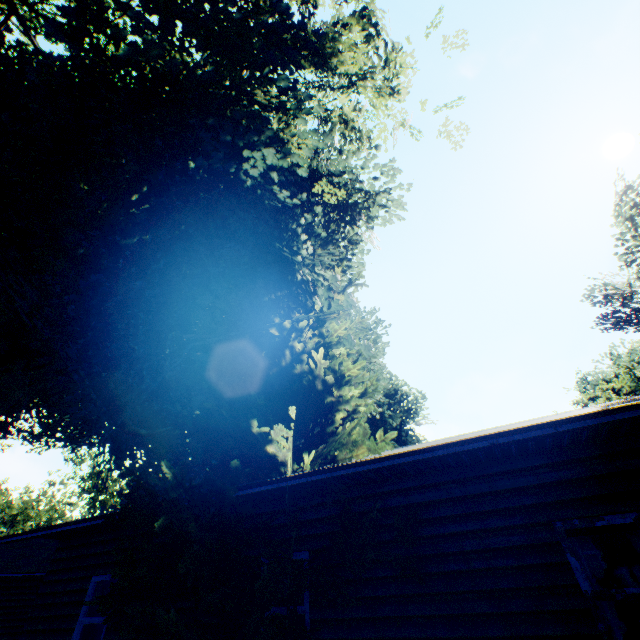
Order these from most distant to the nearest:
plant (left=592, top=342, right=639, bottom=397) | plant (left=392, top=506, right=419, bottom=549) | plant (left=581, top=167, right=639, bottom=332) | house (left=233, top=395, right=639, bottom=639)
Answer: plant (left=592, top=342, right=639, bottom=397) < plant (left=581, top=167, right=639, bottom=332) < plant (left=392, top=506, right=419, bottom=549) < house (left=233, top=395, right=639, bottom=639)

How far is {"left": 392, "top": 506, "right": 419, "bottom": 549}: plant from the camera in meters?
5.1 m

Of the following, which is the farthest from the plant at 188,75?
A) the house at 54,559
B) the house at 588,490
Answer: the house at 54,559

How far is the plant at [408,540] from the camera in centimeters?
507cm

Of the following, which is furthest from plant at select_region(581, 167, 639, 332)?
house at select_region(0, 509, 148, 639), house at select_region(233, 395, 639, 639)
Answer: house at select_region(0, 509, 148, 639)

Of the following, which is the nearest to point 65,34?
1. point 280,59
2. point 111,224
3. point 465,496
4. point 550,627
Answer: point 111,224

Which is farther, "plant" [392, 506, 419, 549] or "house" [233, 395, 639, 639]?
"plant" [392, 506, 419, 549]

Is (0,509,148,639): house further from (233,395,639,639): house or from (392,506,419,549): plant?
(233,395,639,639): house
